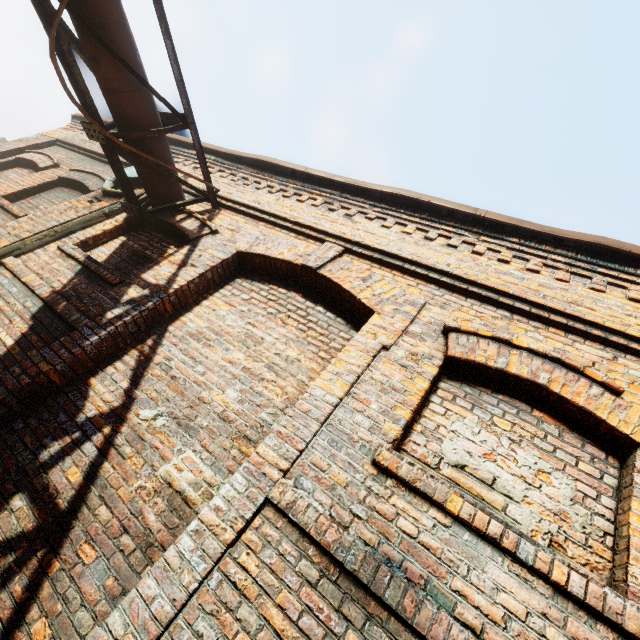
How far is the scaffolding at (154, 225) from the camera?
4.4m

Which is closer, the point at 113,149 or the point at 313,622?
the point at 313,622

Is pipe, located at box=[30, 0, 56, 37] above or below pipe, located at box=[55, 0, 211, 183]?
below

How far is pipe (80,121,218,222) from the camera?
3.9 meters

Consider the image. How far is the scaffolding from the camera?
4.43m

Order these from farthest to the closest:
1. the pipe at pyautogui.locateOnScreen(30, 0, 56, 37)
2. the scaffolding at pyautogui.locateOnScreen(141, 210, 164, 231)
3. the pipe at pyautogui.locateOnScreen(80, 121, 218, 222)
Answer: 1. the scaffolding at pyautogui.locateOnScreen(141, 210, 164, 231)
2. the pipe at pyautogui.locateOnScreen(80, 121, 218, 222)
3. the pipe at pyautogui.locateOnScreen(30, 0, 56, 37)

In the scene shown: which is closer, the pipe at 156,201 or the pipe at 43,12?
the pipe at 43,12

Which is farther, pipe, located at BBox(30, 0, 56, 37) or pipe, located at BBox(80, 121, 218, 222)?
pipe, located at BBox(80, 121, 218, 222)
